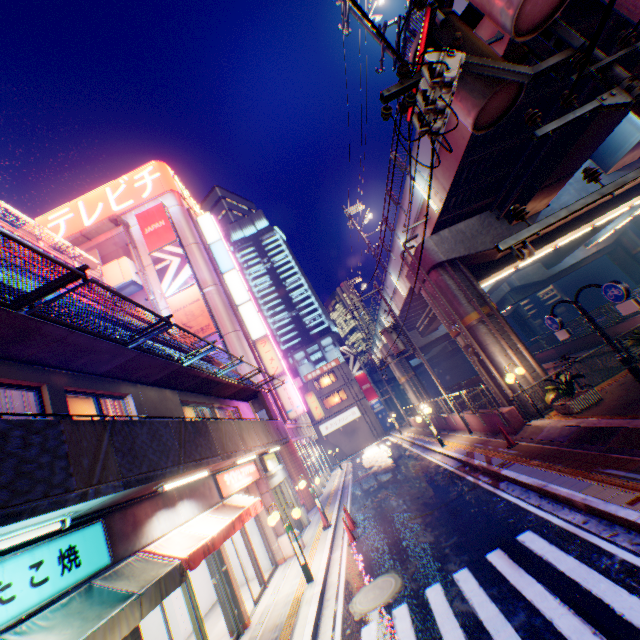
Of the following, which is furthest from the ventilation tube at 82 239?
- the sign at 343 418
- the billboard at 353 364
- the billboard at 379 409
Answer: the billboard at 379 409

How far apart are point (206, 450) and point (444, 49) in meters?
9.1

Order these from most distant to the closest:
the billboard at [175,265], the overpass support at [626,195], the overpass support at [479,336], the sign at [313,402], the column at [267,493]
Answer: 1. the sign at [313,402]
2. the billboard at [175,265]
3. the overpass support at [626,195]
4. the column at [267,493]
5. the overpass support at [479,336]

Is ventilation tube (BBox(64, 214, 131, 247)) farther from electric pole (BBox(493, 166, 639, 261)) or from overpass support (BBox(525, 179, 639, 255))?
electric pole (BBox(493, 166, 639, 261))

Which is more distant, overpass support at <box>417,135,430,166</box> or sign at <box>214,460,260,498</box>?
overpass support at <box>417,135,430,166</box>

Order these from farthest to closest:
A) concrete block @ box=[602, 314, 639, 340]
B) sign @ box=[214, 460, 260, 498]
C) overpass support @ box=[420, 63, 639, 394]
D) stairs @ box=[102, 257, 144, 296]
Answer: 1. stairs @ box=[102, 257, 144, 296]
2. concrete block @ box=[602, 314, 639, 340]
3. overpass support @ box=[420, 63, 639, 394]
4. sign @ box=[214, 460, 260, 498]

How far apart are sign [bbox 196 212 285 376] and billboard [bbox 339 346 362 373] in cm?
2428

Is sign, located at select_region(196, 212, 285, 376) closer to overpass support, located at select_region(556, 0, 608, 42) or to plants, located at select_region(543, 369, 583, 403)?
overpass support, located at select_region(556, 0, 608, 42)
